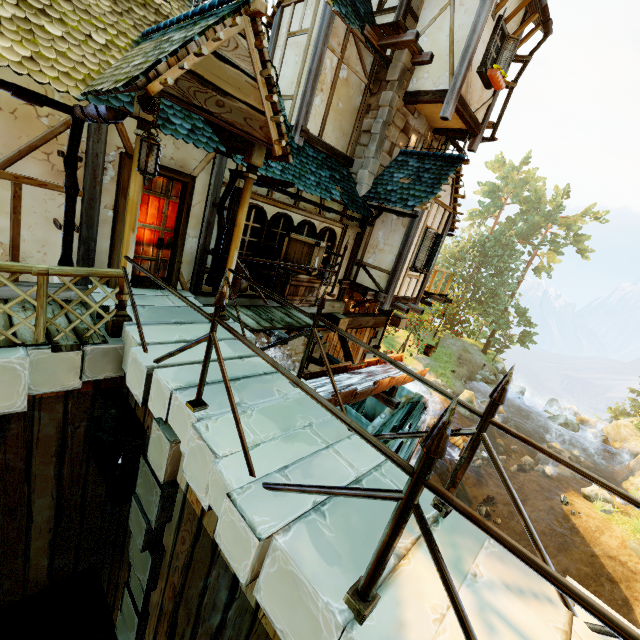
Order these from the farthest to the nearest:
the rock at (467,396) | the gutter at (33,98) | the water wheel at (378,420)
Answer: the rock at (467,396) → the water wheel at (378,420) → the gutter at (33,98)

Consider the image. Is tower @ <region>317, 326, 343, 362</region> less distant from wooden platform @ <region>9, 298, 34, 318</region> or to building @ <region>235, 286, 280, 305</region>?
building @ <region>235, 286, 280, 305</region>

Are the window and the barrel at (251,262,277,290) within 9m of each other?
yes

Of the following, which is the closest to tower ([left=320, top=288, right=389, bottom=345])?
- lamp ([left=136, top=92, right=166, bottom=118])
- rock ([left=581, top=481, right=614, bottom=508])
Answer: lamp ([left=136, top=92, right=166, bottom=118])

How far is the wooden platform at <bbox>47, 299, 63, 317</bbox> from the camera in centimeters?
461cm

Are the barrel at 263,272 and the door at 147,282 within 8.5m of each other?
yes

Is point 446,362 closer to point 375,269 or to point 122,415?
point 375,269

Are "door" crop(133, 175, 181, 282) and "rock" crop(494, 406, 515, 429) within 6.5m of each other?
no
